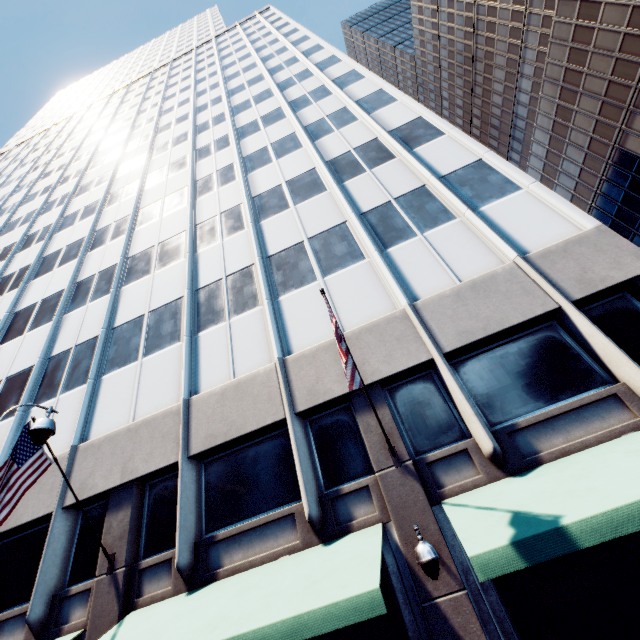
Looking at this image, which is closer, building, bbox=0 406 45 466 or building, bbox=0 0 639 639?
building, bbox=0 0 639 639

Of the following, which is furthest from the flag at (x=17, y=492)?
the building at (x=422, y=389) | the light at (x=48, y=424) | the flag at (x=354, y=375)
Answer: the flag at (x=354, y=375)

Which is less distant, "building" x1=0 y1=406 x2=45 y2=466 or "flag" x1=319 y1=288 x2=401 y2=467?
"flag" x1=319 y1=288 x2=401 y2=467

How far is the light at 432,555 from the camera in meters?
5.8

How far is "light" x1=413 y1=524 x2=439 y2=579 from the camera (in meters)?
5.84

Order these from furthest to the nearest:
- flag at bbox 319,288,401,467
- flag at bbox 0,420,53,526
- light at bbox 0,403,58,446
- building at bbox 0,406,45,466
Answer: building at bbox 0,406,45,466, flag at bbox 0,420,53,526, light at bbox 0,403,58,446, flag at bbox 319,288,401,467

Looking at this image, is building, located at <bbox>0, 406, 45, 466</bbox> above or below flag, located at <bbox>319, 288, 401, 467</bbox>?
above

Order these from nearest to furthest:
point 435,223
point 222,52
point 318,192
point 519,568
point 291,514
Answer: point 519,568, point 291,514, point 435,223, point 318,192, point 222,52
